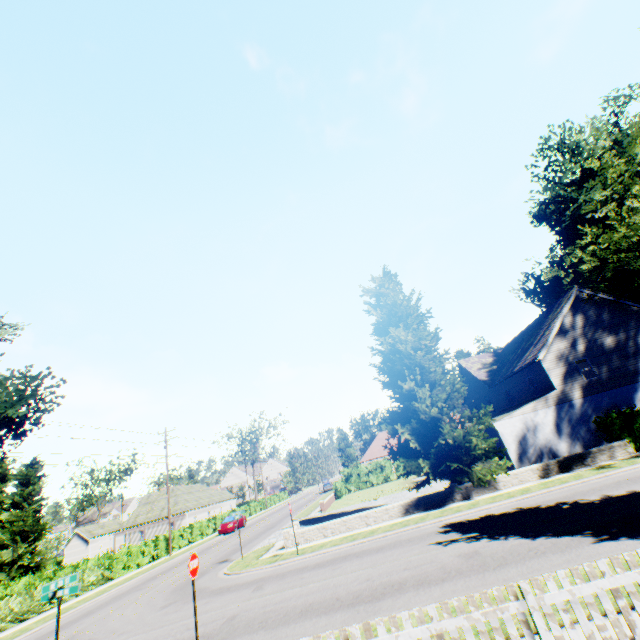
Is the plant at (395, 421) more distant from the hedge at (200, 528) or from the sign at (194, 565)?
the sign at (194, 565)

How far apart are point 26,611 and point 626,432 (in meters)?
36.04

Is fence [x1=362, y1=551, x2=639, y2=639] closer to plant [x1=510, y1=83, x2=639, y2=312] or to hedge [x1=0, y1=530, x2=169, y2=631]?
plant [x1=510, y1=83, x2=639, y2=312]

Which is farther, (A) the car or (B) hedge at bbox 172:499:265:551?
(A) the car

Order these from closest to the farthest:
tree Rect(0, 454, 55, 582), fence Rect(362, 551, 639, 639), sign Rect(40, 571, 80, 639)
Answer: fence Rect(362, 551, 639, 639), sign Rect(40, 571, 80, 639), tree Rect(0, 454, 55, 582)

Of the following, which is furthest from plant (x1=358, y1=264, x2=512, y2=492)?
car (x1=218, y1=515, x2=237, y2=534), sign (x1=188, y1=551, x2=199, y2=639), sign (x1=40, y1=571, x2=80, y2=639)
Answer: car (x1=218, y1=515, x2=237, y2=534)

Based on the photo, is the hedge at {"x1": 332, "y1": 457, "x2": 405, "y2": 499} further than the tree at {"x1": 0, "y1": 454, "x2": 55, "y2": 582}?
Yes

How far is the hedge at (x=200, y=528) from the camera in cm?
3319
